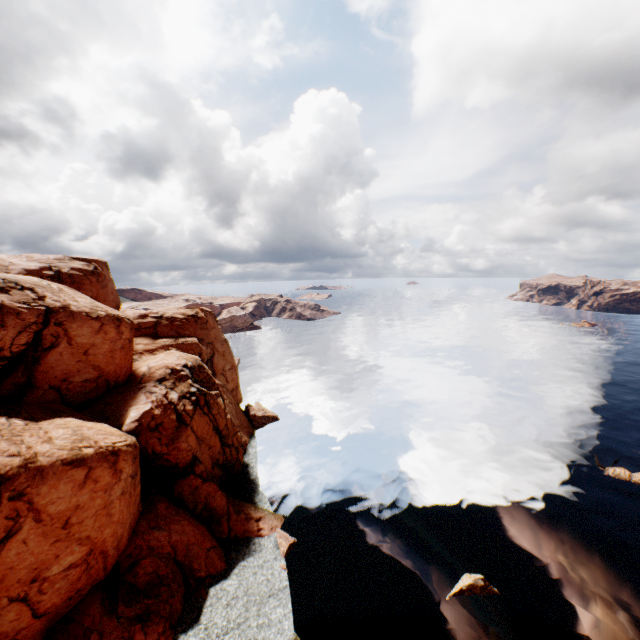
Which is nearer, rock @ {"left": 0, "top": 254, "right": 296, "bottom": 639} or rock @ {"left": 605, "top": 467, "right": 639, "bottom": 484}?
rock @ {"left": 0, "top": 254, "right": 296, "bottom": 639}

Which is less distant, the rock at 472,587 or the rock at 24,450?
the rock at 24,450

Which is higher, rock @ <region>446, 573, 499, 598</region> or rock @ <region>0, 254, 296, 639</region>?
rock @ <region>0, 254, 296, 639</region>

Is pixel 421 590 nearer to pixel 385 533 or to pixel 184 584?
pixel 385 533

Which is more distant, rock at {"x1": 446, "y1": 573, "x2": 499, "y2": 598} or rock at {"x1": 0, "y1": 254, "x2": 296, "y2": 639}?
rock at {"x1": 446, "y1": 573, "x2": 499, "y2": 598}

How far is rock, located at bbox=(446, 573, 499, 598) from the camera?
26.0 meters

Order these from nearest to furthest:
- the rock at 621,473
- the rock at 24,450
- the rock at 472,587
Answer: the rock at 24,450 → the rock at 472,587 → the rock at 621,473

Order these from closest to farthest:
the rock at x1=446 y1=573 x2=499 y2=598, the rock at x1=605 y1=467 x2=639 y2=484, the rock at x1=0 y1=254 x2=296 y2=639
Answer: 1. the rock at x1=0 y1=254 x2=296 y2=639
2. the rock at x1=446 y1=573 x2=499 y2=598
3. the rock at x1=605 y1=467 x2=639 y2=484
